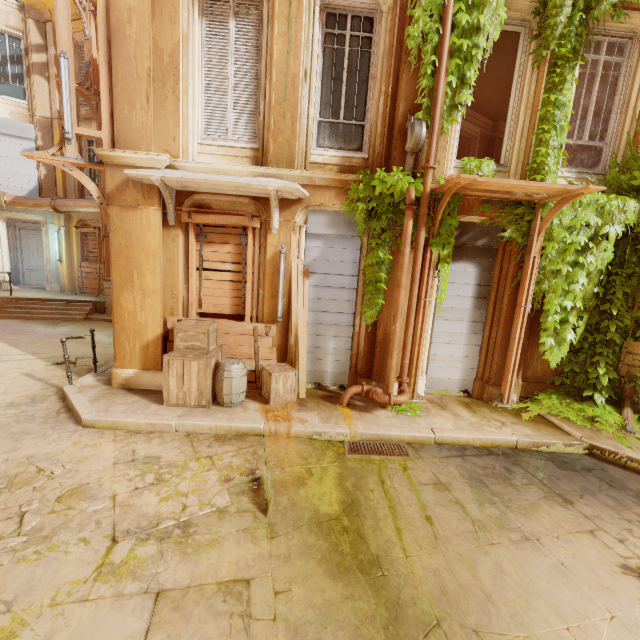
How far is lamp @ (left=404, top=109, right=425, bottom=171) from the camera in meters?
5.7

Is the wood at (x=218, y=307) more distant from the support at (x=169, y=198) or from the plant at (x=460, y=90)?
the plant at (x=460, y=90)

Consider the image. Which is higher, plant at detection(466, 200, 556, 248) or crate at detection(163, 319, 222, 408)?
plant at detection(466, 200, 556, 248)

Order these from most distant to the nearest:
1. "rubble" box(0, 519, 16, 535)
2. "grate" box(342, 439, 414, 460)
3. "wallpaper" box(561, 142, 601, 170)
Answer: "wallpaper" box(561, 142, 601, 170) → "grate" box(342, 439, 414, 460) → "rubble" box(0, 519, 16, 535)

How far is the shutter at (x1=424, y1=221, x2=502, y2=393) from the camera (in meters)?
6.84

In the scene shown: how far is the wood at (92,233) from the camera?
15.0 meters

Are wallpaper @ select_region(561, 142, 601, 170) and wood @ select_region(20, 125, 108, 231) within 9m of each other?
no

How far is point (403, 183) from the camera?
6.0 meters
